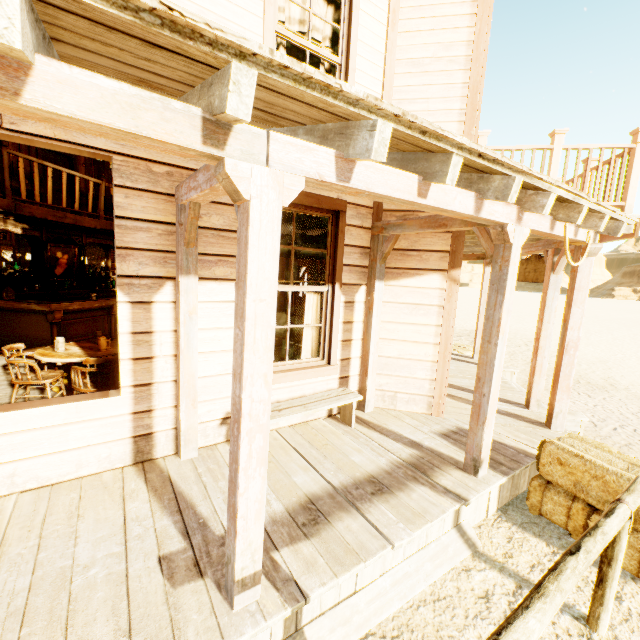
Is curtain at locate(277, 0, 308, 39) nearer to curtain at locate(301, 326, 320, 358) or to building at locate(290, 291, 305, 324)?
building at locate(290, 291, 305, 324)

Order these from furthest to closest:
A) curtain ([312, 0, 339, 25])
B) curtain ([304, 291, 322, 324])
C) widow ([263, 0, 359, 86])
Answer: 1. curtain ([304, 291, 322, 324])
2. curtain ([312, 0, 339, 25])
3. widow ([263, 0, 359, 86])

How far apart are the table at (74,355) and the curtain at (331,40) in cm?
365

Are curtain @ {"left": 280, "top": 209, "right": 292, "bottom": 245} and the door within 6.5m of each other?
no

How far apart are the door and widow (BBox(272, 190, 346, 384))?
9.24m

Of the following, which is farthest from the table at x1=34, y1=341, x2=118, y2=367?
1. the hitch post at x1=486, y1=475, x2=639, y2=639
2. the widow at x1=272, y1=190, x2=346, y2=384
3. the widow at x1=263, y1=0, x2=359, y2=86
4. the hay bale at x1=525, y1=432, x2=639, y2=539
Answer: the hay bale at x1=525, y1=432, x2=639, y2=539

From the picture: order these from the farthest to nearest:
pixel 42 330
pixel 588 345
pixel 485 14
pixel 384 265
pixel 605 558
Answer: pixel 588 345 → pixel 42 330 → pixel 384 265 → pixel 485 14 → pixel 605 558

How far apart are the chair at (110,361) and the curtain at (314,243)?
2.1 meters
